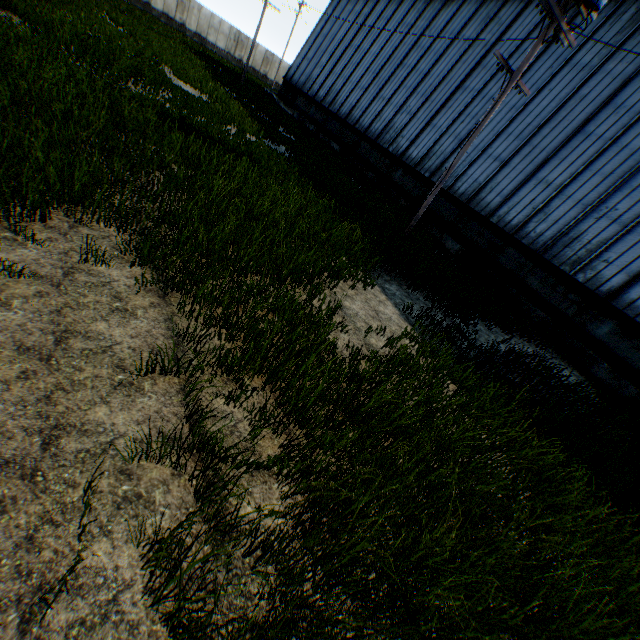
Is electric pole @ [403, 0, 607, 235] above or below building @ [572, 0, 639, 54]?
below

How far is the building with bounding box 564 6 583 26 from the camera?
14.1 meters

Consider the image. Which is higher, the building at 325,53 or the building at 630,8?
the building at 630,8

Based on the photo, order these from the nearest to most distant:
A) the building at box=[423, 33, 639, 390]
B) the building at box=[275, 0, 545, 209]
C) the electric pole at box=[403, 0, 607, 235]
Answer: the electric pole at box=[403, 0, 607, 235]
the building at box=[423, 33, 639, 390]
the building at box=[275, 0, 545, 209]

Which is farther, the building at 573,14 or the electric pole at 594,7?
the building at 573,14

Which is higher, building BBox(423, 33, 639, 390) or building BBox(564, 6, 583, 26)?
building BBox(564, 6, 583, 26)

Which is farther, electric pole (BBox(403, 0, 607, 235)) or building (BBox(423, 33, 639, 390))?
building (BBox(423, 33, 639, 390))

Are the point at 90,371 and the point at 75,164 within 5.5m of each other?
yes
